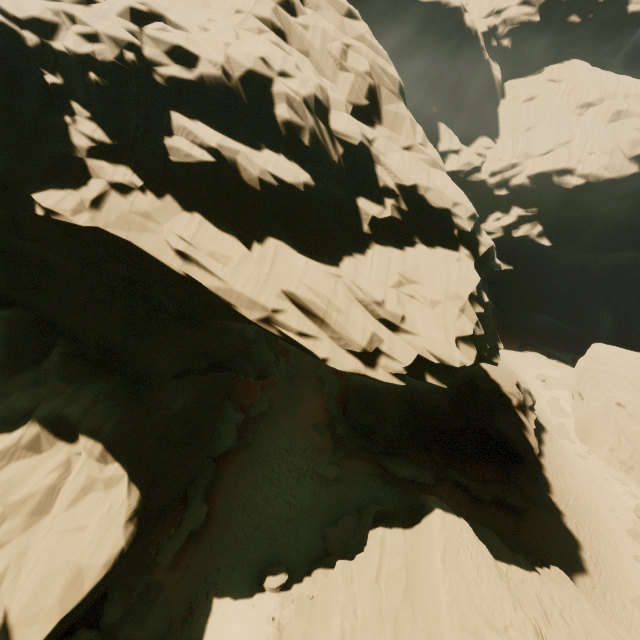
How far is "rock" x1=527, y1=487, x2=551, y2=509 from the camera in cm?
2583

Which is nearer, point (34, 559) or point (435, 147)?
point (34, 559)

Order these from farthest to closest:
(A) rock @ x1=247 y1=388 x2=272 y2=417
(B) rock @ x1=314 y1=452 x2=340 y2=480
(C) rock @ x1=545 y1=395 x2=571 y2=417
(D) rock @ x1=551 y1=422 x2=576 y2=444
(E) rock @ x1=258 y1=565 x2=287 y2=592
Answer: (C) rock @ x1=545 y1=395 x2=571 y2=417 → (D) rock @ x1=551 y1=422 x2=576 y2=444 → (A) rock @ x1=247 y1=388 x2=272 y2=417 → (B) rock @ x1=314 y1=452 x2=340 y2=480 → (E) rock @ x1=258 y1=565 x2=287 y2=592

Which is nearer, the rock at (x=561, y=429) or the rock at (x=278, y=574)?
the rock at (x=278, y=574)

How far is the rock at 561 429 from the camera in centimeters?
3409cm

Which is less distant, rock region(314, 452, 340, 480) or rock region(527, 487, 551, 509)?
rock region(314, 452, 340, 480)
